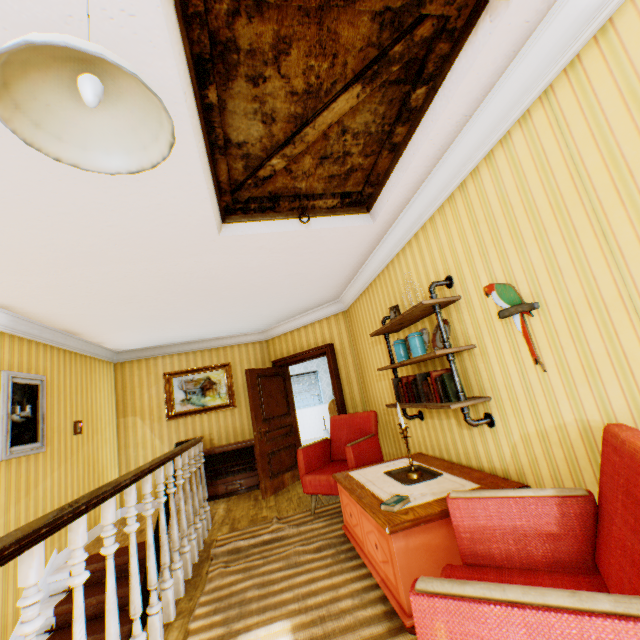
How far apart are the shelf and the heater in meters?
3.6

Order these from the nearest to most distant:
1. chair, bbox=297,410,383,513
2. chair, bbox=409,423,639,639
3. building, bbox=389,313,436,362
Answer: chair, bbox=409,423,639,639 < building, bbox=389,313,436,362 < chair, bbox=297,410,383,513

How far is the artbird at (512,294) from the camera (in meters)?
2.08

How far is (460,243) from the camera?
2.7 meters

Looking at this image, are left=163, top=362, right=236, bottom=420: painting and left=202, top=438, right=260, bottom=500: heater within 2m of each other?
yes

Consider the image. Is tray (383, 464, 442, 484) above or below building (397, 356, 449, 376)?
below

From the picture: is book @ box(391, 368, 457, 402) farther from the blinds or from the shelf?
the blinds

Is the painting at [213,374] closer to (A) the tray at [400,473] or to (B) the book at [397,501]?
(A) the tray at [400,473]
